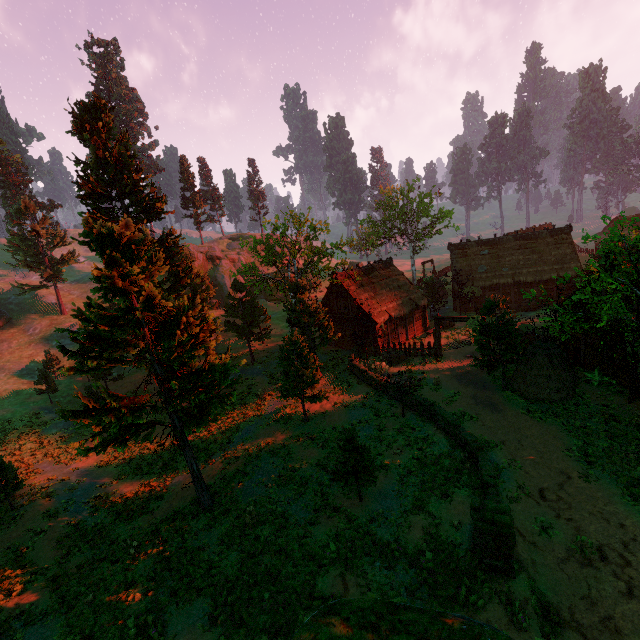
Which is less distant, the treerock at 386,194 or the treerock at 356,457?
the treerock at 356,457

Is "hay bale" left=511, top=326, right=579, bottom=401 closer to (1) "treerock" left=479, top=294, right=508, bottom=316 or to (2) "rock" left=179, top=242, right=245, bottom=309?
(1) "treerock" left=479, top=294, right=508, bottom=316

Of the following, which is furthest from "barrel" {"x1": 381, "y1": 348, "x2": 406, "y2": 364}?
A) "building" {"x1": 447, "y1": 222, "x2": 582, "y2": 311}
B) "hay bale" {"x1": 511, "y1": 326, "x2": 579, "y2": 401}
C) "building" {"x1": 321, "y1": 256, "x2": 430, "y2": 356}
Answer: "building" {"x1": 447, "y1": 222, "x2": 582, "y2": 311}

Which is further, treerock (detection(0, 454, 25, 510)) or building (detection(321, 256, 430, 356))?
building (detection(321, 256, 430, 356))

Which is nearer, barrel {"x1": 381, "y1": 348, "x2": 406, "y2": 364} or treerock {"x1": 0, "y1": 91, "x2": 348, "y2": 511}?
treerock {"x1": 0, "y1": 91, "x2": 348, "y2": 511}

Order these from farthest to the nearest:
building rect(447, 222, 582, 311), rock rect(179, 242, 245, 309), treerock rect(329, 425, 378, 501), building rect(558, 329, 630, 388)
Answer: rock rect(179, 242, 245, 309) → building rect(447, 222, 582, 311) → building rect(558, 329, 630, 388) → treerock rect(329, 425, 378, 501)

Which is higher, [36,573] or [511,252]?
[511,252]

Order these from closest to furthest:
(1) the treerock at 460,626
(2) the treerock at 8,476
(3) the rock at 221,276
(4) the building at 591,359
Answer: (1) the treerock at 460,626 → (2) the treerock at 8,476 → (4) the building at 591,359 → (3) the rock at 221,276
